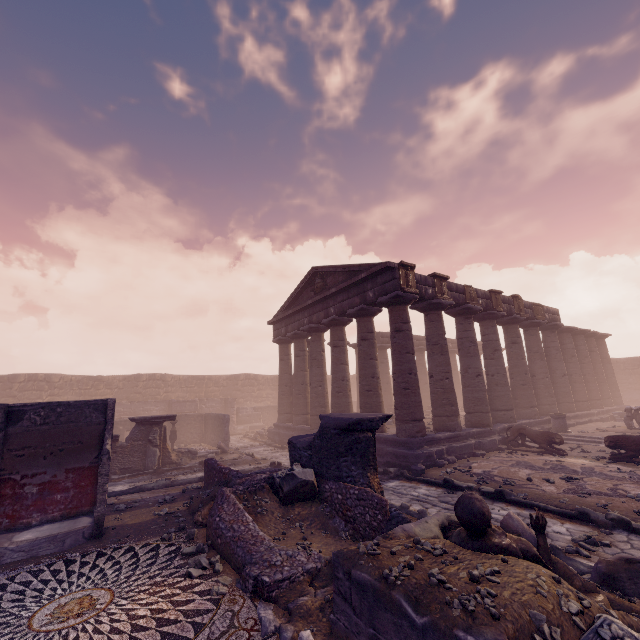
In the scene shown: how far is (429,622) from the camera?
2.7m

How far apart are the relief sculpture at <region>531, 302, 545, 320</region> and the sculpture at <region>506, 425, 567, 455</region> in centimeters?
784cm

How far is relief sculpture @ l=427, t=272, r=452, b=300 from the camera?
13.80m

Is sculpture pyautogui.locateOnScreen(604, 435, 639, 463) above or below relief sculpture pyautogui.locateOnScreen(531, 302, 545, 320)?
below

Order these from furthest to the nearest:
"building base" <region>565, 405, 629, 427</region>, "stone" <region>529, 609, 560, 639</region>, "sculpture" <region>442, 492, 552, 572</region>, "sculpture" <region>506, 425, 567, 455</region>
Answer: "building base" <region>565, 405, 629, 427</region>
"sculpture" <region>506, 425, 567, 455</region>
"sculpture" <region>442, 492, 552, 572</region>
"stone" <region>529, 609, 560, 639</region>

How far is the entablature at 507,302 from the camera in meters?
16.9 m

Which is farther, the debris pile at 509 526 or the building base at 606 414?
→ the building base at 606 414

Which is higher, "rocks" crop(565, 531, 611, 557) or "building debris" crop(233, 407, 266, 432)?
"building debris" crop(233, 407, 266, 432)
